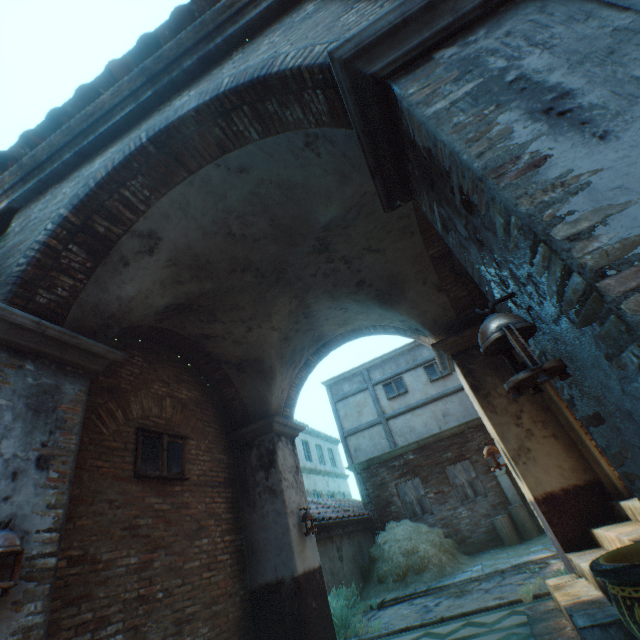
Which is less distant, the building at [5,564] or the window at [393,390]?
the building at [5,564]

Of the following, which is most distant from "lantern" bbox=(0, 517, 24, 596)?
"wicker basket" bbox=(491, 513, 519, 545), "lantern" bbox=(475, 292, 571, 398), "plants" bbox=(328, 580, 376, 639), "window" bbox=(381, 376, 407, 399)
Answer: "window" bbox=(381, 376, 407, 399)

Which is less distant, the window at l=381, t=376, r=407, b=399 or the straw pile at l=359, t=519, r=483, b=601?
the straw pile at l=359, t=519, r=483, b=601

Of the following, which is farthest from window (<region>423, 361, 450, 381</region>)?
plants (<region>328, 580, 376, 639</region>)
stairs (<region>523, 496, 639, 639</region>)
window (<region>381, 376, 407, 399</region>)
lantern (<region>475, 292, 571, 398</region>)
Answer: lantern (<region>475, 292, 571, 398</region>)

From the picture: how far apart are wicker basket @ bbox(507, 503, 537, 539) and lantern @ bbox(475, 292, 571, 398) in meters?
11.7

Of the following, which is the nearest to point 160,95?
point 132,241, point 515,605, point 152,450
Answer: point 132,241

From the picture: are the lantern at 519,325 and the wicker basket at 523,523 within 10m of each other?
no

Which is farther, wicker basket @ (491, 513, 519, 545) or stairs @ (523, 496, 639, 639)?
wicker basket @ (491, 513, 519, 545)
